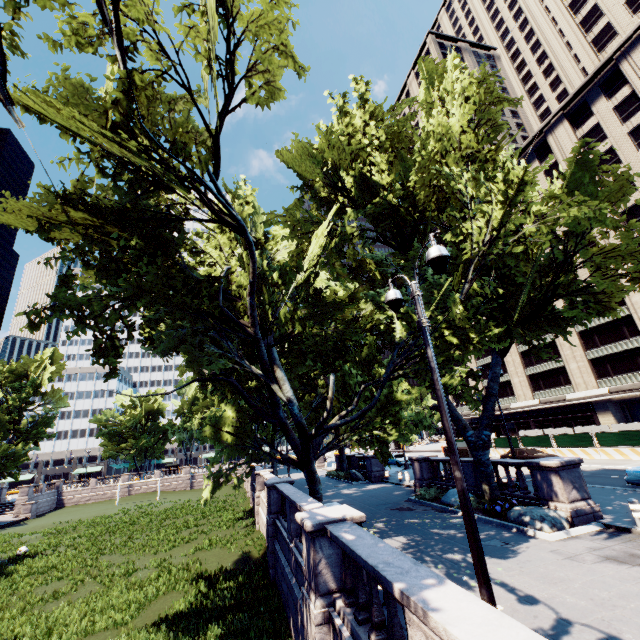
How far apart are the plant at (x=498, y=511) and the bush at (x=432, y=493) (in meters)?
4.78

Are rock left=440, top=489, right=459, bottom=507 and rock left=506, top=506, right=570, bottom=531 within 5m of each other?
yes

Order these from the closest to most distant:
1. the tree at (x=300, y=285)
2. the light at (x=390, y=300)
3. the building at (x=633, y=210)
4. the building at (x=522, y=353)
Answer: the light at (x=390, y=300), the tree at (x=300, y=285), the building at (x=633, y=210), the building at (x=522, y=353)

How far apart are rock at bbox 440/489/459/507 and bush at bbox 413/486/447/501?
1.32m

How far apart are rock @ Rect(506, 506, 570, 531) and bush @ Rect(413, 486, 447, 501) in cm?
593

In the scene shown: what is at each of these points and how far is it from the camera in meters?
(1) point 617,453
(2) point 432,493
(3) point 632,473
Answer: (1) concrete barrier, 26.0 m
(2) bush, 18.1 m
(3) vehicle, 15.8 m

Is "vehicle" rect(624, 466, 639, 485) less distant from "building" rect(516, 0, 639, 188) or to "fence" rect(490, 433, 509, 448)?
"fence" rect(490, 433, 509, 448)

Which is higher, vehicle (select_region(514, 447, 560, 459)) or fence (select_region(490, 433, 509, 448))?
fence (select_region(490, 433, 509, 448))
